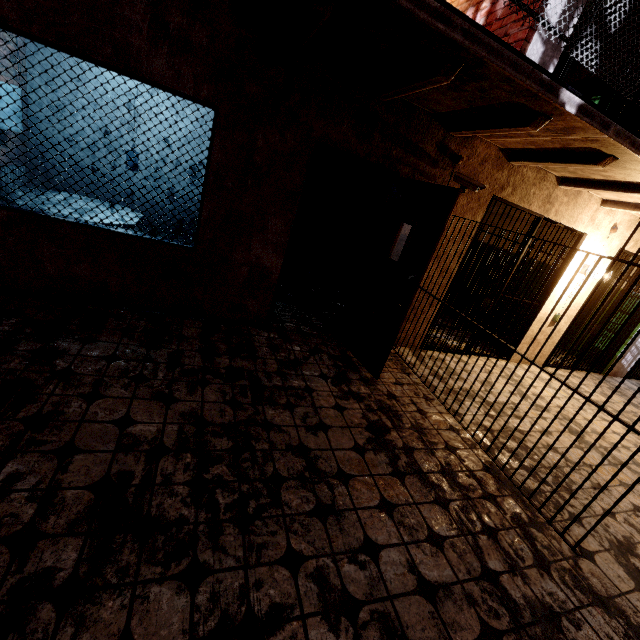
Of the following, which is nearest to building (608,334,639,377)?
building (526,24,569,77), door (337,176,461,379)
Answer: building (526,24,569,77)

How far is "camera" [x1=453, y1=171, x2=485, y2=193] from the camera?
3.69m

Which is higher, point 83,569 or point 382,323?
point 382,323

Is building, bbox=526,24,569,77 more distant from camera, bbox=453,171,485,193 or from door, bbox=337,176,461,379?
door, bbox=337,176,461,379

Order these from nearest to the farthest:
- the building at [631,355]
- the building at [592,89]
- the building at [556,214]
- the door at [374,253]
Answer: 1. the door at [374,253]
2. the building at [556,214]
3. the building at [592,89]
4. the building at [631,355]

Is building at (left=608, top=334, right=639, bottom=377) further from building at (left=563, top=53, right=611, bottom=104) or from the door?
the door

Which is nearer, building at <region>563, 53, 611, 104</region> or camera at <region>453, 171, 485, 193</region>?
camera at <region>453, 171, 485, 193</region>

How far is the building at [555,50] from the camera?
3.5m
